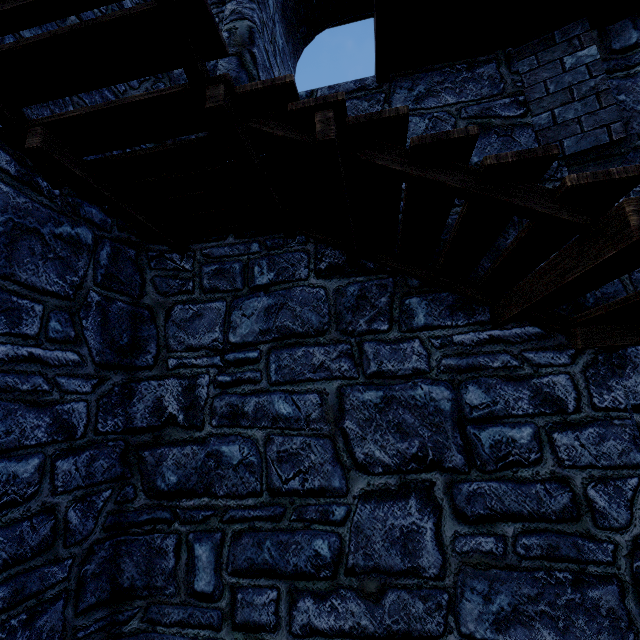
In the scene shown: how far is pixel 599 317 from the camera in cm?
244
